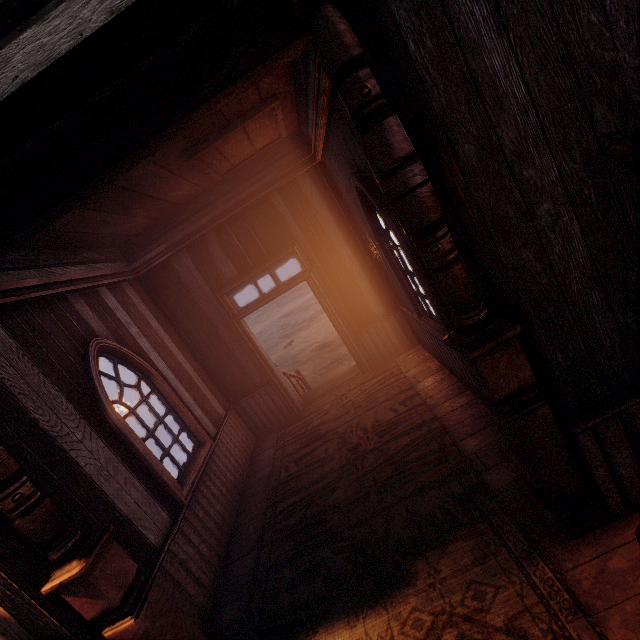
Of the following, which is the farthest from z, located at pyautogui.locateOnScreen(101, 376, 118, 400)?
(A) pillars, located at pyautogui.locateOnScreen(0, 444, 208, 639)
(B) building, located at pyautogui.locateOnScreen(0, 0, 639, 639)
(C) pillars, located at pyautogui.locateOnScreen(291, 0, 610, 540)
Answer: (A) pillars, located at pyautogui.locateOnScreen(0, 444, 208, 639)

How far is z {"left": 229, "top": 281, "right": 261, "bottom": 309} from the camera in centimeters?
3728cm

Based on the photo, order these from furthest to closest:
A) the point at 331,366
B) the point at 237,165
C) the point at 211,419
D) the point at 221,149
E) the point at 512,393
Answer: the point at 331,366 < the point at 211,419 < the point at 237,165 < the point at 221,149 < the point at 512,393

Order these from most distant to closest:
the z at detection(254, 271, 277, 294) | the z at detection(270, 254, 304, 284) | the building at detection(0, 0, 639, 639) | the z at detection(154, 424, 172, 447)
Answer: the z at detection(254, 271, 277, 294) < the z at detection(270, 254, 304, 284) < the z at detection(154, 424, 172, 447) < the building at detection(0, 0, 639, 639)

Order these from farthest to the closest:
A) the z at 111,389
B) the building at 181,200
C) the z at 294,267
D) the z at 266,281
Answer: the z at 266,281
the z at 294,267
the z at 111,389
the building at 181,200

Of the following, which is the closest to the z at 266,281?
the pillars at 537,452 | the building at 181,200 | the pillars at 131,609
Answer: the building at 181,200

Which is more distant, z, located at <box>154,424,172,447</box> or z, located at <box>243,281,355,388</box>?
z, located at <box>154,424,172,447</box>
